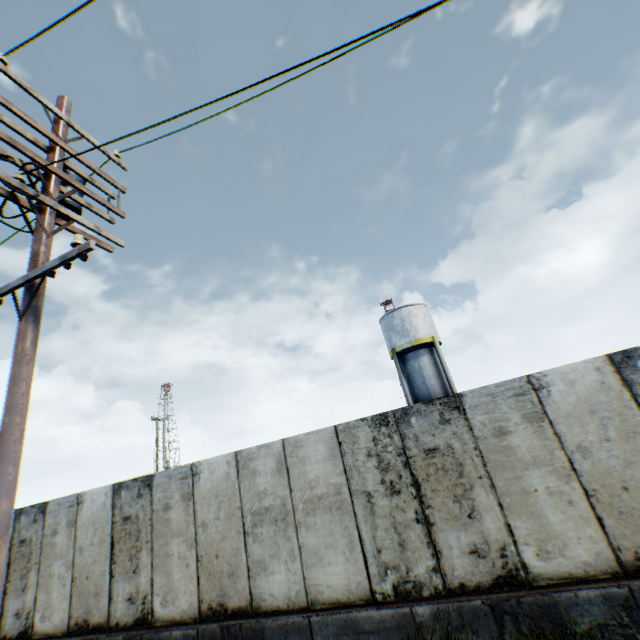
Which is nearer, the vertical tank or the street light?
the street light

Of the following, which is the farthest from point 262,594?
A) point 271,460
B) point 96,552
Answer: point 96,552

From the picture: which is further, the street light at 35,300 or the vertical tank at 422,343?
the vertical tank at 422,343

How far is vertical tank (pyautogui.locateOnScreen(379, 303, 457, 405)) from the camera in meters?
22.9 m

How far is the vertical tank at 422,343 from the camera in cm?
2291
